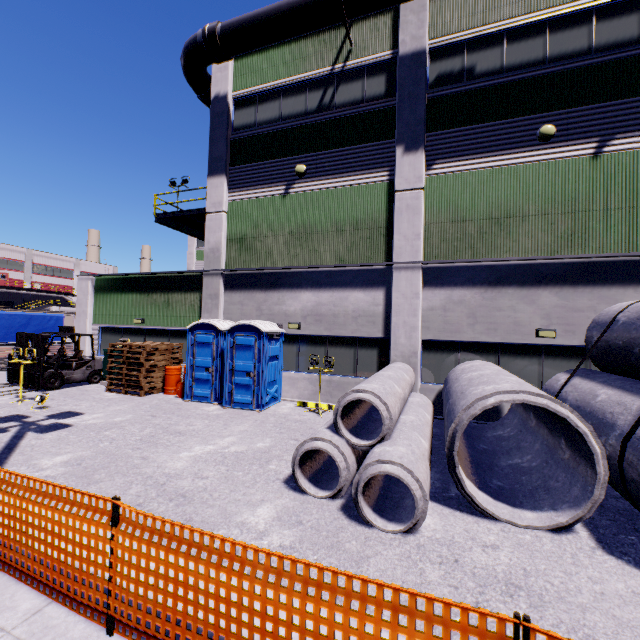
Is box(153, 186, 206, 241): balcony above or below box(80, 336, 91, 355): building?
above

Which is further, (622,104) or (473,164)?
(473,164)

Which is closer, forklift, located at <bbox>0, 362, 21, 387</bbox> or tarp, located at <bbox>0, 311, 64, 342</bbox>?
forklift, located at <bbox>0, 362, 21, 387</bbox>

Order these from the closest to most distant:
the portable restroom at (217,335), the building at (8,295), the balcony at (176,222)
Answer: the portable restroom at (217,335) < the balcony at (176,222) < the building at (8,295)

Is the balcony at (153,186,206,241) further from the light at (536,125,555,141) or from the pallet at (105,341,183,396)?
the light at (536,125,555,141)

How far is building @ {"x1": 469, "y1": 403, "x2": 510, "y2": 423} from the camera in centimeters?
982cm

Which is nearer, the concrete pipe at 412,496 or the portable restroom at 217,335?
the concrete pipe at 412,496

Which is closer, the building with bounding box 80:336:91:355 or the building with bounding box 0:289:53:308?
the building with bounding box 80:336:91:355
